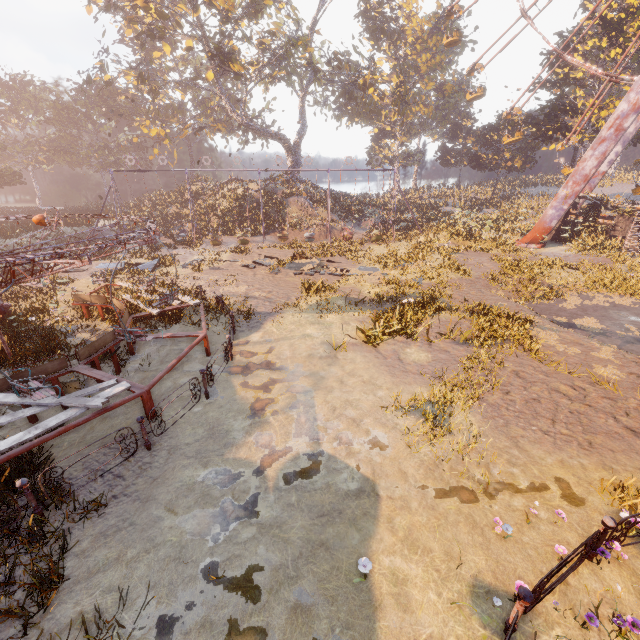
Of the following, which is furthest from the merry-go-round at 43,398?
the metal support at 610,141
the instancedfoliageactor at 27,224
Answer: the metal support at 610,141

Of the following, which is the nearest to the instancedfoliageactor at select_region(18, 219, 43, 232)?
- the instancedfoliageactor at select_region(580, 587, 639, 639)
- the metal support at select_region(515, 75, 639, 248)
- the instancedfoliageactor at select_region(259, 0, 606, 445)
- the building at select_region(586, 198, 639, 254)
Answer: the instancedfoliageactor at select_region(580, 587, 639, 639)

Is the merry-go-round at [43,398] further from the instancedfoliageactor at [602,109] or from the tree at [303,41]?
the instancedfoliageactor at [602,109]

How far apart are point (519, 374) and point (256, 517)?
8.4m

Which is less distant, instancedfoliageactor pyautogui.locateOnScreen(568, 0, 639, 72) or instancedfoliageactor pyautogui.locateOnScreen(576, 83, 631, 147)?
instancedfoliageactor pyautogui.locateOnScreen(568, 0, 639, 72)

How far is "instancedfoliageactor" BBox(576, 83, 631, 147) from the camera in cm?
2958

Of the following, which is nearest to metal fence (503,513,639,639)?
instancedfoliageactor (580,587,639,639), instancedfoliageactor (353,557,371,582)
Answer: instancedfoliageactor (580,587,639,639)

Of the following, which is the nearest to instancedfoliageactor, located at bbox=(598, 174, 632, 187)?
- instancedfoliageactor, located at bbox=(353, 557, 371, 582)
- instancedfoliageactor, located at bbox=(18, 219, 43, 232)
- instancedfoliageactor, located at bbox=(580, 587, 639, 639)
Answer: instancedfoliageactor, located at bbox=(580, 587, 639, 639)
